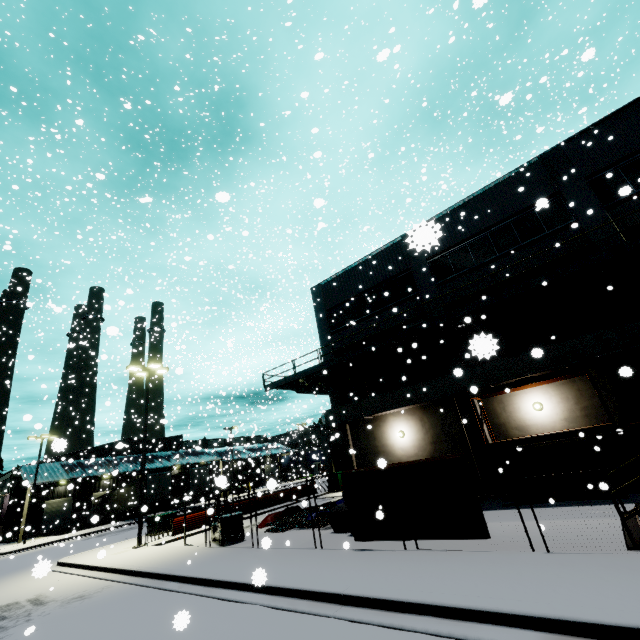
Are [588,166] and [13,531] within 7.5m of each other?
no

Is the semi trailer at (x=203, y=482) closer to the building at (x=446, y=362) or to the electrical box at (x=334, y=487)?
the building at (x=446, y=362)

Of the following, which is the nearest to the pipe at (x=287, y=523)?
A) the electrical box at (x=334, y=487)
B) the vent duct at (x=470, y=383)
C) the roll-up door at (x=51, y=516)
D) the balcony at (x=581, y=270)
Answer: the vent duct at (x=470, y=383)

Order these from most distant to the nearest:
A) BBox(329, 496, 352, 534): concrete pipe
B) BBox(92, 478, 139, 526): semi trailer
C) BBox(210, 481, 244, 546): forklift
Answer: BBox(92, 478, 139, 526): semi trailer
BBox(210, 481, 244, 546): forklift
BBox(329, 496, 352, 534): concrete pipe

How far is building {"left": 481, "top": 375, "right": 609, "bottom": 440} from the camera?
13.4 meters

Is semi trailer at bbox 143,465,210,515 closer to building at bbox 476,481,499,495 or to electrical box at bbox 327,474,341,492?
building at bbox 476,481,499,495

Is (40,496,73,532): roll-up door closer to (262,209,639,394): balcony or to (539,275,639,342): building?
(539,275,639,342): building

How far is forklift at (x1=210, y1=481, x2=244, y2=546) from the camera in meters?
14.4 m
